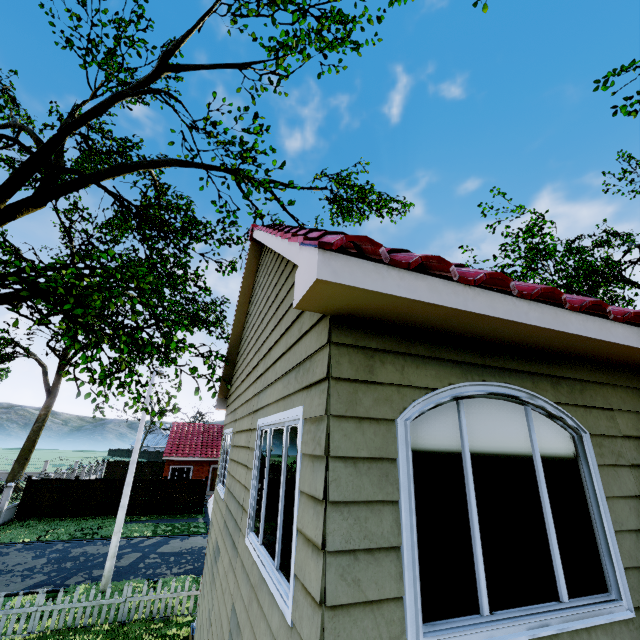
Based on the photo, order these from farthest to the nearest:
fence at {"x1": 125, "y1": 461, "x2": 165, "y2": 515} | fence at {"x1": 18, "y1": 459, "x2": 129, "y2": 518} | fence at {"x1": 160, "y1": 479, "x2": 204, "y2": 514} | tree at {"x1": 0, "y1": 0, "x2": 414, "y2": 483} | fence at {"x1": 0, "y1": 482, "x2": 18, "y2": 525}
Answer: fence at {"x1": 160, "y1": 479, "x2": 204, "y2": 514} → fence at {"x1": 125, "y1": 461, "x2": 165, "y2": 515} → fence at {"x1": 18, "y1": 459, "x2": 129, "y2": 518} → fence at {"x1": 0, "y1": 482, "x2": 18, "y2": 525} → tree at {"x1": 0, "y1": 0, "x2": 414, "y2": 483}

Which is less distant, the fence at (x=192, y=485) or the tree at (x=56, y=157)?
the tree at (x=56, y=157)

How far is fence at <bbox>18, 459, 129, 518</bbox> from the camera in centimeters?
2156cm

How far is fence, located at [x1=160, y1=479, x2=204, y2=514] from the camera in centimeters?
2403cm

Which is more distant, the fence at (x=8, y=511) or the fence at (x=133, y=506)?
the fence at (x=133, y=506)

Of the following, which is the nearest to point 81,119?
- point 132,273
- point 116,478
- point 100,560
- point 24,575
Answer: point 132,273

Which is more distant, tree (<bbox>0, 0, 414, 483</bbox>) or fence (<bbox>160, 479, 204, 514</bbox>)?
fence (<bbox>160, 479, 204, 514</bbox>)
